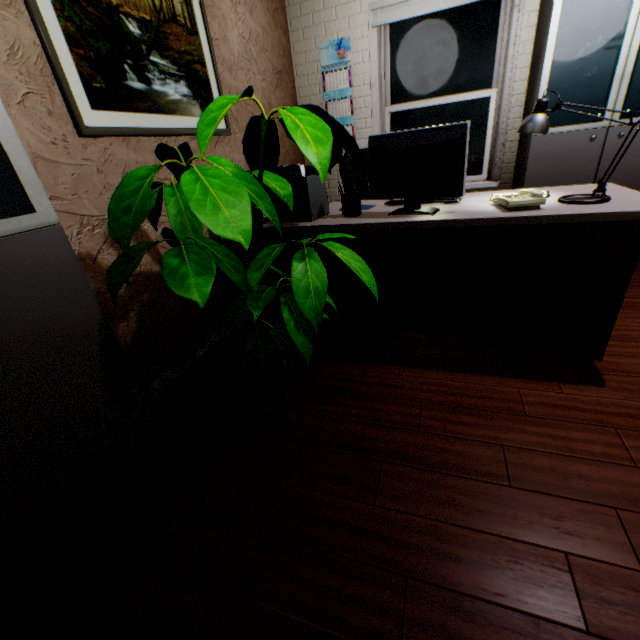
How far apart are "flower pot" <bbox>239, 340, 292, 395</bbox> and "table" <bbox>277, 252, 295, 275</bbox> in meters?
0.5

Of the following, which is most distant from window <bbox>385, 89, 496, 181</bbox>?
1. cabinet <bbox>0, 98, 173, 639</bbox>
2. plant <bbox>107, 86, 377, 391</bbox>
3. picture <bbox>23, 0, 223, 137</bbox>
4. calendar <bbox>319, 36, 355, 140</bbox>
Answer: cabinet <bbox>0, 98, 173, 639</bbox>

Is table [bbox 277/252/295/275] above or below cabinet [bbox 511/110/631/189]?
below

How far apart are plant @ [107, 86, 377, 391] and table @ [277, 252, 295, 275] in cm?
56

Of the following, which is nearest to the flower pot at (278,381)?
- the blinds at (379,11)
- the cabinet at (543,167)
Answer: the cabinet at (543,167)

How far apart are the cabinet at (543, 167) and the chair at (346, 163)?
1.2m

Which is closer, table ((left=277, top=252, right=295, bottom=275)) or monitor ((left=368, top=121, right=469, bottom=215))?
monitor ((left=368, top=121, right=469, bottom=215))

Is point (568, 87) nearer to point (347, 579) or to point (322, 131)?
point (322, 131)
